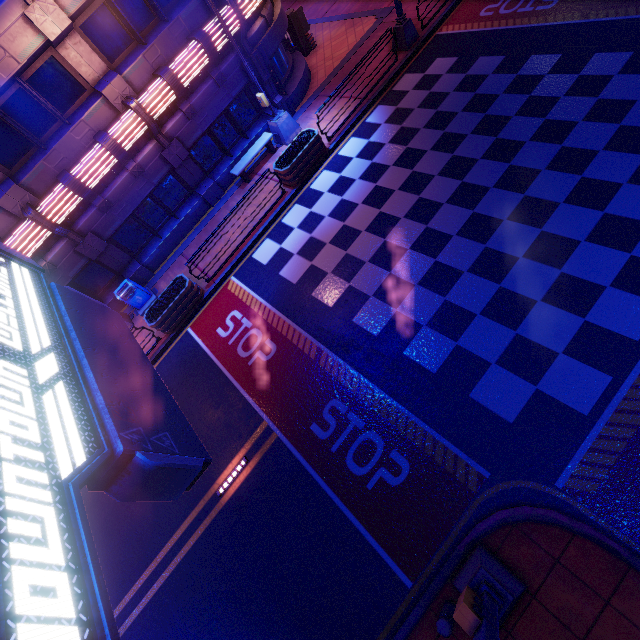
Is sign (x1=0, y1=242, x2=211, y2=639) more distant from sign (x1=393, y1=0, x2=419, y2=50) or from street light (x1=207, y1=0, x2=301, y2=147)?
street light (x1=207, y1=0, x2=301, y2=147)

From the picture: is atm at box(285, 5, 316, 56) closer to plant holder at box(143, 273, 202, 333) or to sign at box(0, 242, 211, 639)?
plant holder at box(143, 273, 202, 333)

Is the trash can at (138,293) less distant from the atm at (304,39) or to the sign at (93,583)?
the sign at (93,583)

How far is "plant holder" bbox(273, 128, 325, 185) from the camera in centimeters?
1242cm

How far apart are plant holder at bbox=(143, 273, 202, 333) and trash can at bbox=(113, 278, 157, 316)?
1.2 meters

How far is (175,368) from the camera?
11.7m

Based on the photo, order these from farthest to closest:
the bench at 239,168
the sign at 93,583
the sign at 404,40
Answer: the bench at 239,168, the sign at 404,40, the sign at 93,583

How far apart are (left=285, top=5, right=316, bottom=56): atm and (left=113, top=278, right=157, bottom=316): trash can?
15.1 meters
